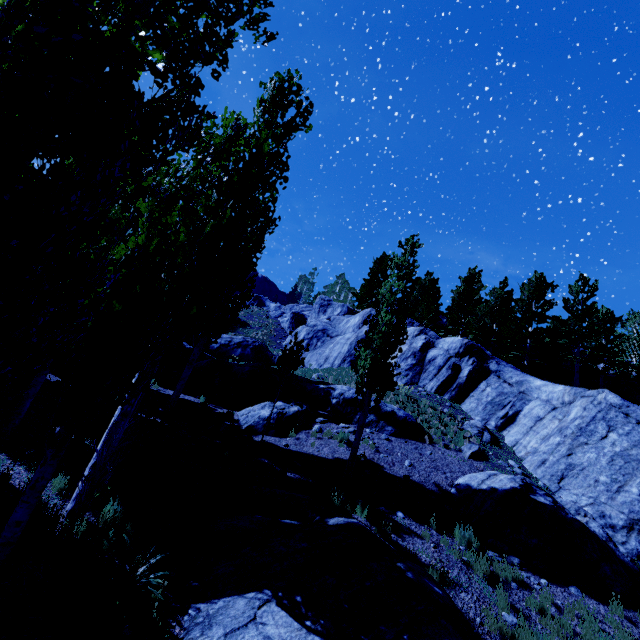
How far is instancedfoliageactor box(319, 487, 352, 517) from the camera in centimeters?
888cm

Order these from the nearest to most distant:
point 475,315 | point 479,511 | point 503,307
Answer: point 479,511, point 503,307, point 475,315

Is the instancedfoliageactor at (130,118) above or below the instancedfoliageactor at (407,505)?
below

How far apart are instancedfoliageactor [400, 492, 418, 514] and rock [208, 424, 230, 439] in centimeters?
661cm

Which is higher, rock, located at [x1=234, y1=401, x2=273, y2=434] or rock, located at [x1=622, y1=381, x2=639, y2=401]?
rock, located at [x1=622, y1=381, x2=639, y2=401]

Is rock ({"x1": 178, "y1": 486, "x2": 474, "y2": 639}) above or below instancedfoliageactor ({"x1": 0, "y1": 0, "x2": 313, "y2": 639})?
below

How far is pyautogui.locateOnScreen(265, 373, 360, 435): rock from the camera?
13.92m

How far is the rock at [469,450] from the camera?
13.3m
